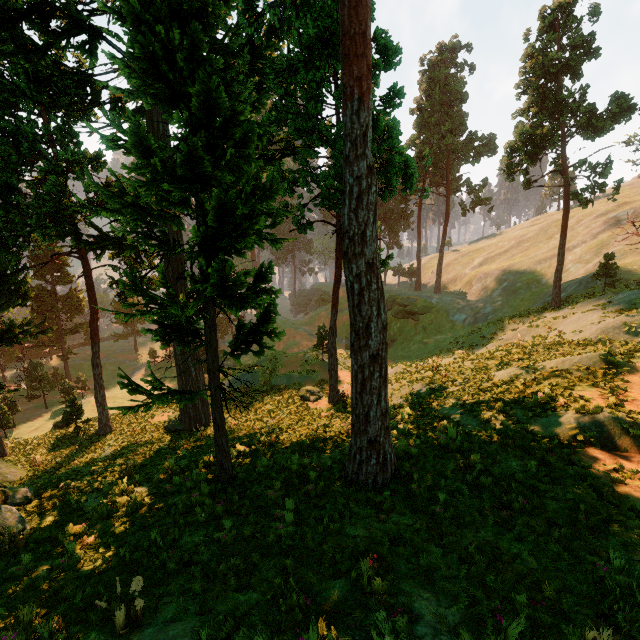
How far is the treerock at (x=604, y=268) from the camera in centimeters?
2666cm

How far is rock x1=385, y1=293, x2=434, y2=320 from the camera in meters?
45.6 m

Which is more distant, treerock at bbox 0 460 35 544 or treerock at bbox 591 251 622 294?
treerock at bbox 591 251 622 294

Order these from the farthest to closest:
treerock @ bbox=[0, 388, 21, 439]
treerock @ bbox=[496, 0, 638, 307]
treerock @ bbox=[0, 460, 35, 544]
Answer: A: treerock @ bbox=[496, 0, 638, 307] < treerock @ bbox=[0, 388, 21, 439] < treerock @ bbox=[0, 460, 35, 544]

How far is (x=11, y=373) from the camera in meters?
51.0

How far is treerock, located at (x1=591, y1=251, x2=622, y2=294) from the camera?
26.66m

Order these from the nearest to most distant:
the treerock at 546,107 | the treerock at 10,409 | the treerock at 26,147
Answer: the treerock at 26,147 < the treerock at 10,409 < the treerock at 546,107
